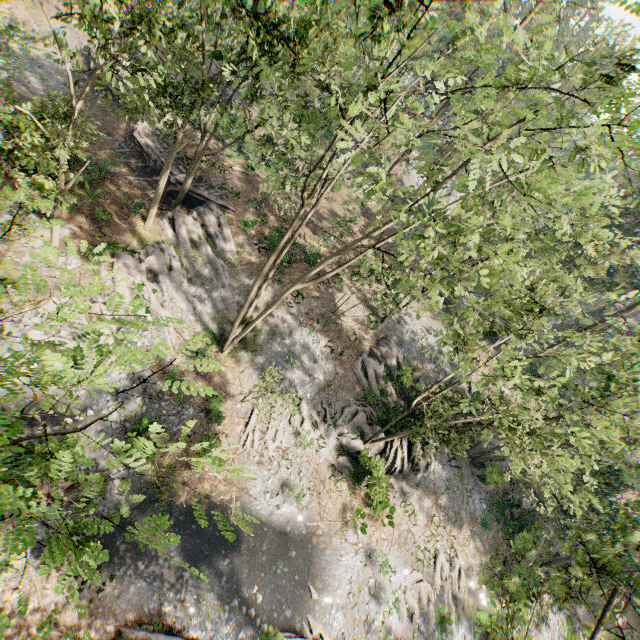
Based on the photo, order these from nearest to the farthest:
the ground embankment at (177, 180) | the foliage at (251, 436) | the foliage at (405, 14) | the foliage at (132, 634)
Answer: the foliage at (405, 14), the foliage at (132, 634), the foliage at (251, 436), the ground embankment at (177, 180)

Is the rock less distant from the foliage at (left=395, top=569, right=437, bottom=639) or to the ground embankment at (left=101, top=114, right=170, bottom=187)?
the foliage at (left=395, top=569, right=437, bottom=639)

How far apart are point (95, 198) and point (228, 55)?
14.55m

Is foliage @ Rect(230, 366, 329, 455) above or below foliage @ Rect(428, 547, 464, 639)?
above

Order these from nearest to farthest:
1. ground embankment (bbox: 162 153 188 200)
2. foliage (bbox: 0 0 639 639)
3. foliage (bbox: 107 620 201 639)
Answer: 1. foliage (bbox: 0 0 639 639)
2. foliage (bbox: 107 620 201 639)
3. ground embankment (bbox: 162 153 188 200)

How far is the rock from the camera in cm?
2071

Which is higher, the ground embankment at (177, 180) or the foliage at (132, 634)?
the ground embankment at (177, 180)

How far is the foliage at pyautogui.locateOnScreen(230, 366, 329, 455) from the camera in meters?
19.1
